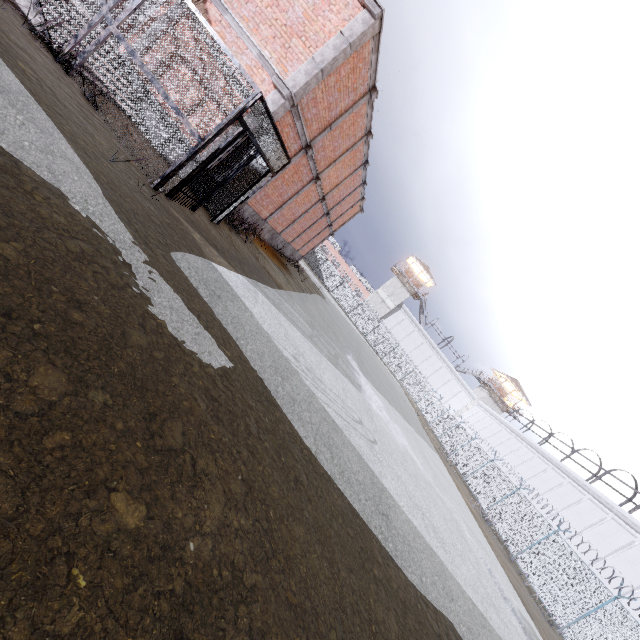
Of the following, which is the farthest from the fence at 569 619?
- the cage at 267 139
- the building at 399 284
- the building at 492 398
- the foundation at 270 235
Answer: the foundation at 270 235

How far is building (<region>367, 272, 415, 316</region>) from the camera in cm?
5209

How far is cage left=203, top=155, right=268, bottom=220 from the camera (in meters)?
9.31

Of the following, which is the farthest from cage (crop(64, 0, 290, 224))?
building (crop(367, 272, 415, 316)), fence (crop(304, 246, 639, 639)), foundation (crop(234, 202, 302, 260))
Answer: building (crop(367, 272, 415, 316))

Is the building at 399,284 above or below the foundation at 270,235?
above

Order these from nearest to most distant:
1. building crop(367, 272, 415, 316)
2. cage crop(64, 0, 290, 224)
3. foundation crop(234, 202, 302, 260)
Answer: cage crop(64, 0, 290, 224) → foundation crop(234, 202, 302, 260) → building crop(367, 272, 415, 316)

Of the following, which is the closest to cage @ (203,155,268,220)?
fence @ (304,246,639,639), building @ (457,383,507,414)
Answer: fence @ (304,246,639,639)

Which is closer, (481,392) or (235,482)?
(235,482)
